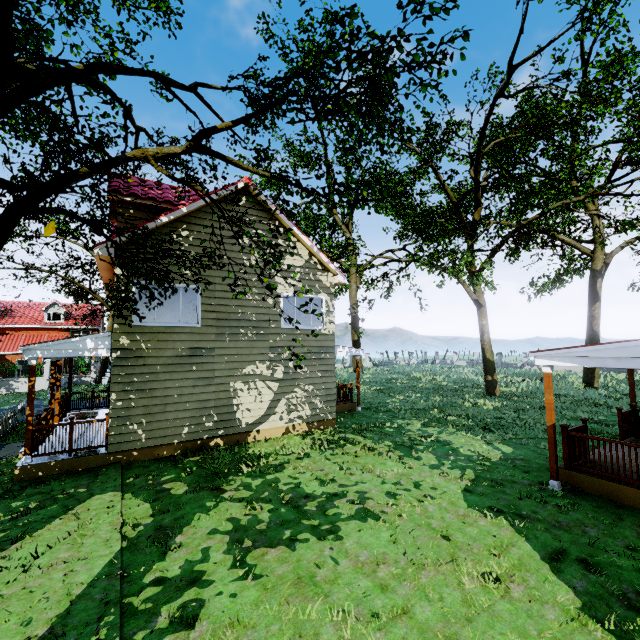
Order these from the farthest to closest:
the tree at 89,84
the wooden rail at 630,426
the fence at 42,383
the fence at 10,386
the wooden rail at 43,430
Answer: the fence at 42,383
the fence at 10,386
the wooden rail at 630,426
the wooden rail at 43,430
the tree at 89,84

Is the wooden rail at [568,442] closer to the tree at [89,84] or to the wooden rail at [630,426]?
the wooden rail at [630,426]

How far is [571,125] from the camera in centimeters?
1850cm

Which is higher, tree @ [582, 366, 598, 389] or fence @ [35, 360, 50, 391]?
tree @ [582, 366, 598, 389]

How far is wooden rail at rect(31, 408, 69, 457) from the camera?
8.62m

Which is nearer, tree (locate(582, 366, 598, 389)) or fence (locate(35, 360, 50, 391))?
tree (locate(582, 366, 598, 389))

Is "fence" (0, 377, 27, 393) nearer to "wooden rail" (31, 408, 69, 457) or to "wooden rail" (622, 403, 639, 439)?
"wooden rail" (31, 408, 69, 457)

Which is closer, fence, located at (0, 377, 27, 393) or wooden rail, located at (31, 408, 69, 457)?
wooden rail, located at (31, 408, 69, 457)
